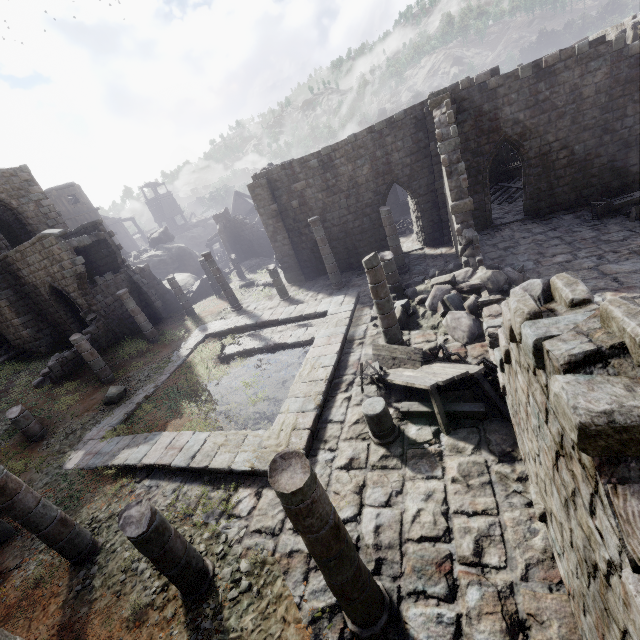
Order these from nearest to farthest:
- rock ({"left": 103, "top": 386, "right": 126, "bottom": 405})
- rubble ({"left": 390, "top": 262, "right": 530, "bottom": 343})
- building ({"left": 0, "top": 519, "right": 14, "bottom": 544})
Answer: building ({"left": 0, "top": 519, "right": 14, "bottom": 544})
rubble ({"left": 390, "top": 262, "right": 530, "bottom": 343})
rock ({"left": 103, "top": 386, "right": 126, "bottom": 405})

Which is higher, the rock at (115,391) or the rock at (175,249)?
the rock at (175,249)

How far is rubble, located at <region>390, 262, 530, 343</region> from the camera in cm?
994

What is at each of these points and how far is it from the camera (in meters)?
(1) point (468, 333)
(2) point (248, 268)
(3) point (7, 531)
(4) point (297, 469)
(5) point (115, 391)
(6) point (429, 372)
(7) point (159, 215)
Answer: (1) rubble, 9.64
(2) rubble, 29.12
(3) building, 8.80
(4) building, 3.60
(5) rock, 13.95
(6) broken furniture, 8.05
(7) building, 56.16

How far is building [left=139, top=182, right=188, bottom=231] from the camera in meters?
54.8

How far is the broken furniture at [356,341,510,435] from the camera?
7.1 meters

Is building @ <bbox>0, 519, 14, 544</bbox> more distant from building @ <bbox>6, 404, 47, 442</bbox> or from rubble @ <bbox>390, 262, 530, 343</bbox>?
building @ <bbox>6, 404, 47, 442</bbox>

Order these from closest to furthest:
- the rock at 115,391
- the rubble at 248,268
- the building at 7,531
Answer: the building at 7,531 < the rock at 115,391 < the rubble at 248,268
